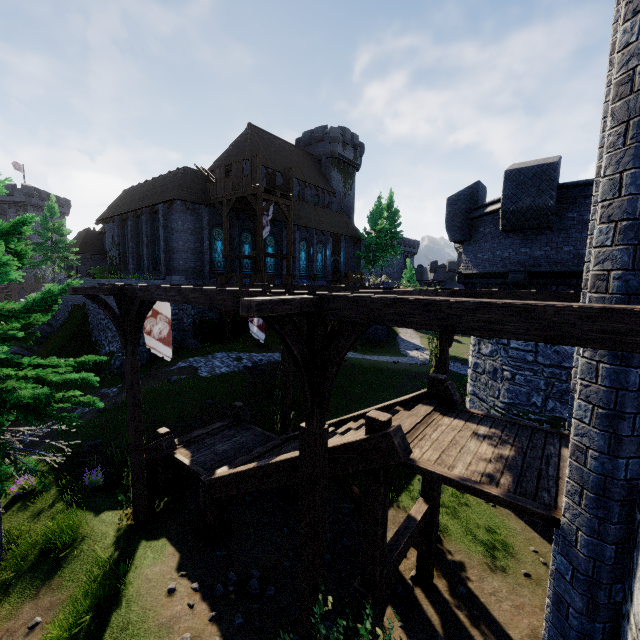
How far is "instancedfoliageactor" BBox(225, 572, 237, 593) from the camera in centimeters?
724cm

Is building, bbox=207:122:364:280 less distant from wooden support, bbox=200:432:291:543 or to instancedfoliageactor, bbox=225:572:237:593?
wooden support, bbox=200:432:291:543

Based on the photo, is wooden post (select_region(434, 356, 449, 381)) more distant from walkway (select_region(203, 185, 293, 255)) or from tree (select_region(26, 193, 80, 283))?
tree (select_region(26, 193, 80, 283))

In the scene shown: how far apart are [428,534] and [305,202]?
37.6 meters

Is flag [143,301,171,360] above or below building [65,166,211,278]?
below

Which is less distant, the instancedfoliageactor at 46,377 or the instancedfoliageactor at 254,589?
the instancedfoliageactor at 46,377

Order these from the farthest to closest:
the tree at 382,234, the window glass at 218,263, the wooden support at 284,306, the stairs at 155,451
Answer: the tree at 382,234 → the window glass at 218,263 → the stairs at 155,451 → the wooden support at 284,306

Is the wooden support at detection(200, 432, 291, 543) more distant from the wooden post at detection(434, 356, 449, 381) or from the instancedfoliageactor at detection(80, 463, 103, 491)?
the wooden post at detection(434, 356, 449, 381)
